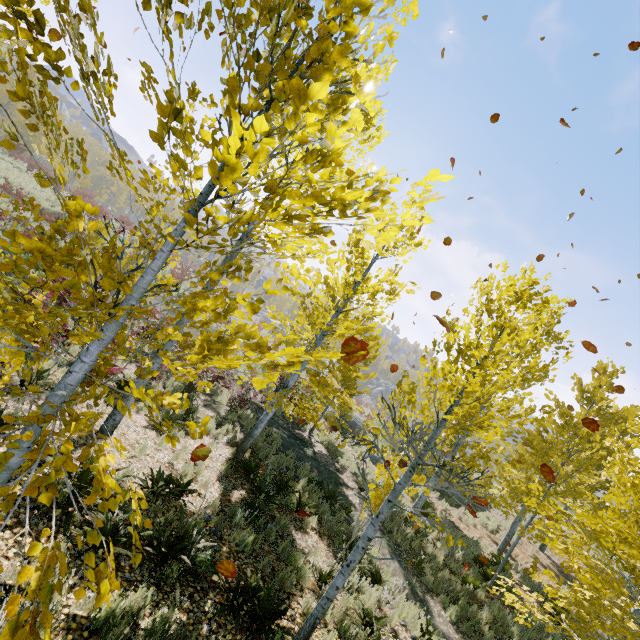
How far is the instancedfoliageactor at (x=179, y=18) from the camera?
1.62m

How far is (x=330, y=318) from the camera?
9.4 meters

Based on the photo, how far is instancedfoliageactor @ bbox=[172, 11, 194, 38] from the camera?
1.62m
